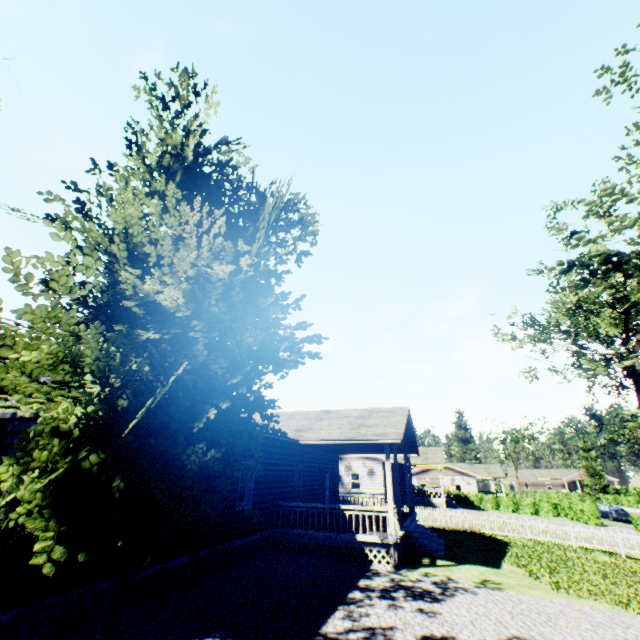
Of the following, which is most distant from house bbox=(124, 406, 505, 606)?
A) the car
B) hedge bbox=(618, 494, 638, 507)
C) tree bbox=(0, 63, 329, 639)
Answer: hedge bbox=(618, 494, 638, 507)

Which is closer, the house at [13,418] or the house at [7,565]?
the house at [7,565]

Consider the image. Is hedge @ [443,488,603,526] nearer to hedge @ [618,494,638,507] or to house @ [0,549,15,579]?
house @ [0,549,15,579]

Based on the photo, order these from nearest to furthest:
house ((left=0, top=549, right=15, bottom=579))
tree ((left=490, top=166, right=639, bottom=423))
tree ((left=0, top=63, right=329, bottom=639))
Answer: tree ((left=0, top=63, right=329, bottom=639)), tree ((left=490, top=166, right=639, bottom=423)), house ((left=0, top=549, right=15, bottom=579))

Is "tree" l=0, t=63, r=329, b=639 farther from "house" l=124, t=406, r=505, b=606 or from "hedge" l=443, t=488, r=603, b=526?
"hedge" l=443, t=488, r=603, b=526

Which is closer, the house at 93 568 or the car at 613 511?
the house at 93 568

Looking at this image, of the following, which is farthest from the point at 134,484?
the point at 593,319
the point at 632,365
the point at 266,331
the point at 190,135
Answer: the point at 632,365

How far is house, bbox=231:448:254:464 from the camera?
11.5m
